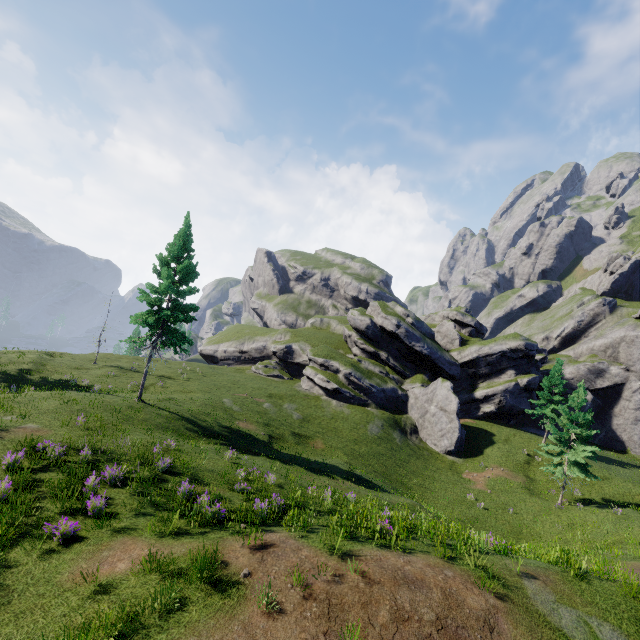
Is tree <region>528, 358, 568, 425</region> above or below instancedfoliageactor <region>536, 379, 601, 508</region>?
above

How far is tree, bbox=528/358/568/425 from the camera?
38.5 meters

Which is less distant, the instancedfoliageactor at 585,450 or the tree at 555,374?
the instancedfoliageactor at 585,450

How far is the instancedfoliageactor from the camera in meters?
26.8

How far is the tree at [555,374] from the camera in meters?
38.5 m

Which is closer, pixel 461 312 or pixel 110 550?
pixel 110 550

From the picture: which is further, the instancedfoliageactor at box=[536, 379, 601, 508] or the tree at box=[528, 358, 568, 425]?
the tree at box=[528, 358, 568, 425]
